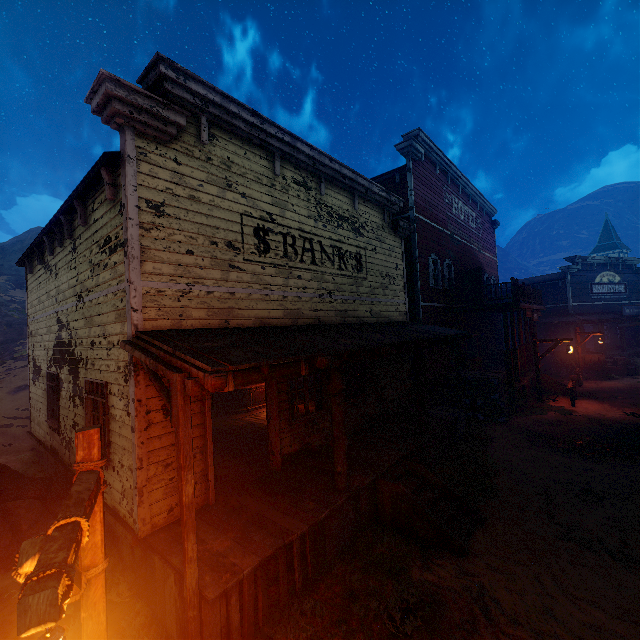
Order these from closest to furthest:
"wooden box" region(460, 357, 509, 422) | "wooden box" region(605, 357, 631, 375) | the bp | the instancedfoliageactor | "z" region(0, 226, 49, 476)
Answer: the instancedfoliageactor < "z" region(0, 226, 49, 476) < "wooden box" region(460, 357, 509, 422) < the bp < "wooden box" region(605, 357, 631, 375)

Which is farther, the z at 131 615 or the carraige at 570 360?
the carraige at 570 360

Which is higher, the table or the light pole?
the light pole

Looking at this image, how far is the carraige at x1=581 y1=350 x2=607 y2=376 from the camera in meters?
20.1 m

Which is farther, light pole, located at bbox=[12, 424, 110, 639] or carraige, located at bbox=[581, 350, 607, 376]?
carraige, located at bbox=[581, 350, 607, 376]

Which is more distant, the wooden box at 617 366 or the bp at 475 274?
the wooden box at 617 366

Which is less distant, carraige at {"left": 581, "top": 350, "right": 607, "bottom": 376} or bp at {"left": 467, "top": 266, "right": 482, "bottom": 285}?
bp at {"left": 467, "top": 266, "right": 482, "bottom": 285}

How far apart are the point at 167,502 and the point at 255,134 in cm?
750
